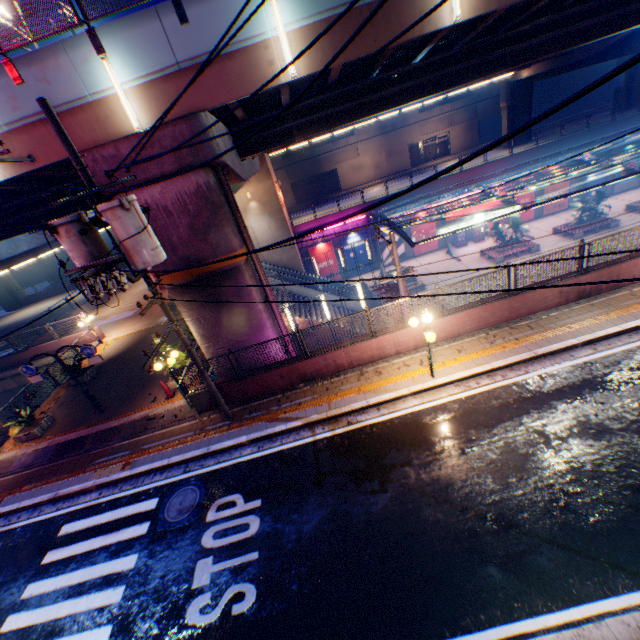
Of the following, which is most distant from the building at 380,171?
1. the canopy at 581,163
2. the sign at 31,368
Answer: the sign at 31,368

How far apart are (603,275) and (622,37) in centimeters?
2653cm

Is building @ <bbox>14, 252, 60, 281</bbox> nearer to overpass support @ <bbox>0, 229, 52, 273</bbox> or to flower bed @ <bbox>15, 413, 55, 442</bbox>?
overpass support @ <bbox>0, 229, 52, 273</bbox>

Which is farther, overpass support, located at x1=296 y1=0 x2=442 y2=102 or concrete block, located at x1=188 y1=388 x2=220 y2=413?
concrete block, located at x1=188 y1=388 x2=220 y2=413

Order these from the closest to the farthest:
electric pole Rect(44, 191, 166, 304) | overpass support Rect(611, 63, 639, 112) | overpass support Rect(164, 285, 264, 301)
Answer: electric pole Rect(44, 191, 166, 304) < overpass support Rect(164, 285, 264, 301) < overpass support Rect(611, 63, 639, 112)

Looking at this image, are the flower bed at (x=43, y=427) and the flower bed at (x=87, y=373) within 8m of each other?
yes

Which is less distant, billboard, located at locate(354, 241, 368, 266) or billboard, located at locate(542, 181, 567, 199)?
billboard, located at locate(542, 181, 567, 199)

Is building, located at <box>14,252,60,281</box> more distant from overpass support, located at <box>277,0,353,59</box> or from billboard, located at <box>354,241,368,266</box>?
billboard, located at <box>354,241,368,266</box>
